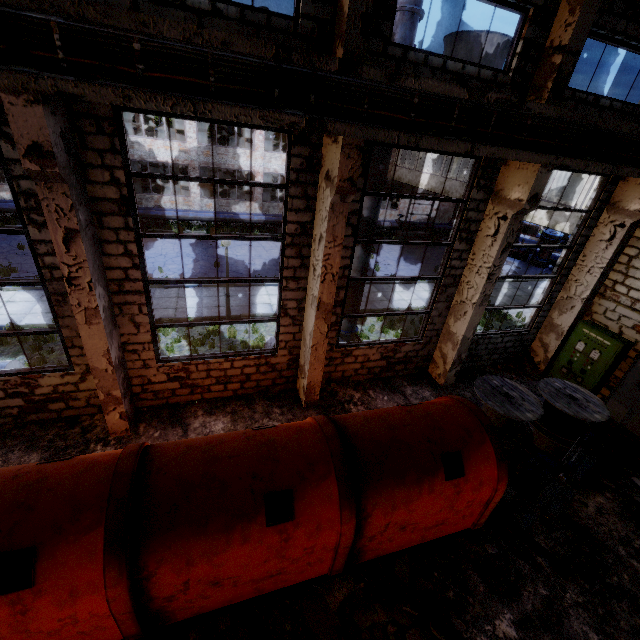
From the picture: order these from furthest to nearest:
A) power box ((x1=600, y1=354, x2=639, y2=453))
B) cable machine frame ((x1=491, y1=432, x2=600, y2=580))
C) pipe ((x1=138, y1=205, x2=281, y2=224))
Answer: pipe ((x1=138, y1=205, x2=281, y2=224)) < power box ((x1=600, y1=354, x2=639, y2=453)) < cable machine frame ((x1=491, y1=432, x2=600, y2=580))

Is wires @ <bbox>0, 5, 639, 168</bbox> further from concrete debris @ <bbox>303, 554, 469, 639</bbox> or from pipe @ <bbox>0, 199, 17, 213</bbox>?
pipe @ <bbox>0, 199, 17, 213</bbox>

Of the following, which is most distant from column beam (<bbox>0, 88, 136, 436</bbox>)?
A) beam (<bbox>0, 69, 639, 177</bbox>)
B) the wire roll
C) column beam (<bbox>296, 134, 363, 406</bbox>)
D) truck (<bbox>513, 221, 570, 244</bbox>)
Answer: truck (<bbox>513, 221, 570, 244</bbox>)

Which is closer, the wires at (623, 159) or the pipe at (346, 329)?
the wires at (623, 159)

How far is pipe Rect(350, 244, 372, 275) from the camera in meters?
8.8

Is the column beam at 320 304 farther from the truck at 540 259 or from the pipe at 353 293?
the truck at 540 259

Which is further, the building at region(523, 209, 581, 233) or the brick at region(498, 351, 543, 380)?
the building at region(523, 209, 581, 233)

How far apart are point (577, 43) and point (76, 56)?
8.53m
